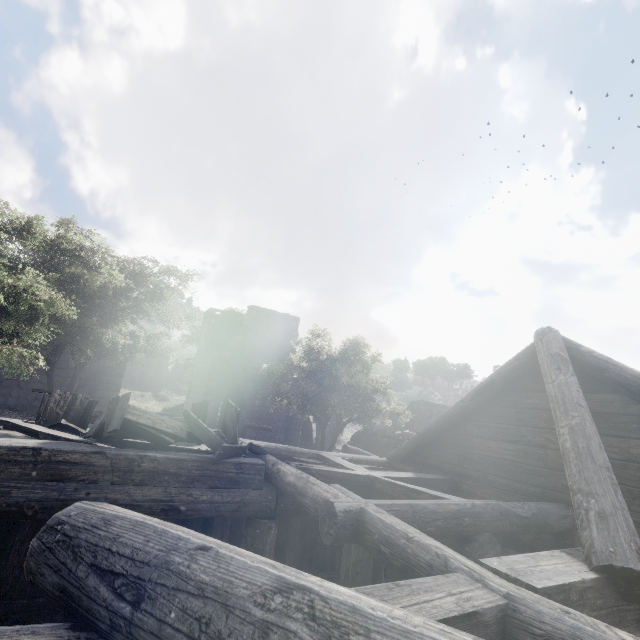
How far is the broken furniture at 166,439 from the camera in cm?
472

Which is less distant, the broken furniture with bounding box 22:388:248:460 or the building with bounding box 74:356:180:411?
the broken furniture with bounding box 22:388:248:460

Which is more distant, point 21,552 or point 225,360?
point 225,360

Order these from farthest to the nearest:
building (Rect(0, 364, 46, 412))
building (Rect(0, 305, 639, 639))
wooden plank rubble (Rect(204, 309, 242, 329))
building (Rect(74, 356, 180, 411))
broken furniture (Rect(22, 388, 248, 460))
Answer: wooden plank rubble (Rect(204, 309, 242, 329)) < building (Rect(74, 356, 180, 411)) < building (Rect(0, 364, 46, 412)) < broken furniture (Rect(22, 388, 248, 460)) < building (Rect(0, 305, 639, 639))

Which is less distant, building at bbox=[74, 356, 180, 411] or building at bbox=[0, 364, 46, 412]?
building at bbox=[0, 364, 46, 412]

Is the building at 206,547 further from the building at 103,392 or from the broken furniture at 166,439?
the building at 103,392

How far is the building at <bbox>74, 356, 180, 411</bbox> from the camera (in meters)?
17.47

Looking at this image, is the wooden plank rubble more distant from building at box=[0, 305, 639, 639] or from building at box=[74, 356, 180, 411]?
building at box=[74, 356, 180, 411]
